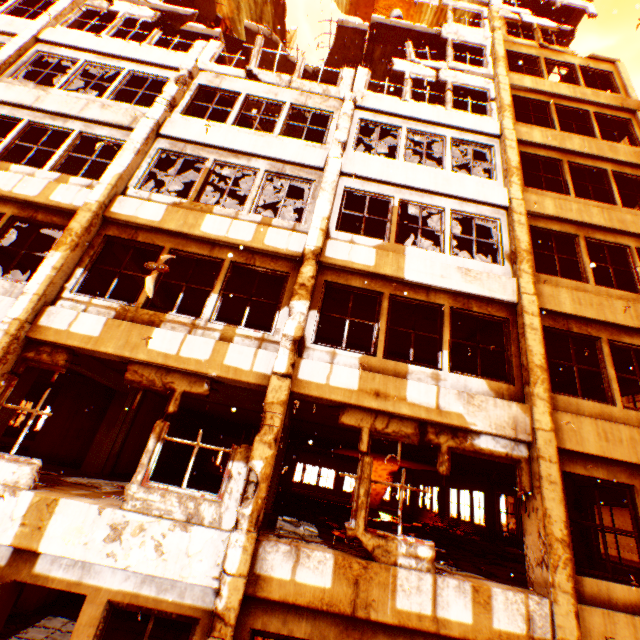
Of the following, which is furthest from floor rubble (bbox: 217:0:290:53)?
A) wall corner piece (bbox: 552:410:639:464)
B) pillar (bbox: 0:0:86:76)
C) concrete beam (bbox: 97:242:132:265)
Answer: concrete beam (bbox: 97:242:132:265)

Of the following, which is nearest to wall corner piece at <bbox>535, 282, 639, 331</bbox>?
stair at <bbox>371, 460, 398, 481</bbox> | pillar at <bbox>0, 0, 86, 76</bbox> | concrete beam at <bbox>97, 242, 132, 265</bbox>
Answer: pillar at <bbox>0, 0, 86, 76</bbox>

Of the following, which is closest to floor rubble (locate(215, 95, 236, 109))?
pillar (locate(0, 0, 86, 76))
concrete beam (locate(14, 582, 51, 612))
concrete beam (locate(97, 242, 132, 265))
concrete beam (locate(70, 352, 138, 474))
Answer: pillar (locate(0, 0, 86, 76))

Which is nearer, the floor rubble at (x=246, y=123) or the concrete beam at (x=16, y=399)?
the concrete beam at (x=16, y=399)

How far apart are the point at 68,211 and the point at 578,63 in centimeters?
1828cm

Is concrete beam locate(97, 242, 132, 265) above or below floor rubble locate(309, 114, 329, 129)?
below

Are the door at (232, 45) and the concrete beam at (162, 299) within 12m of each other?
yes

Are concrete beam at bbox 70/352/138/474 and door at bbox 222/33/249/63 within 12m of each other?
no
